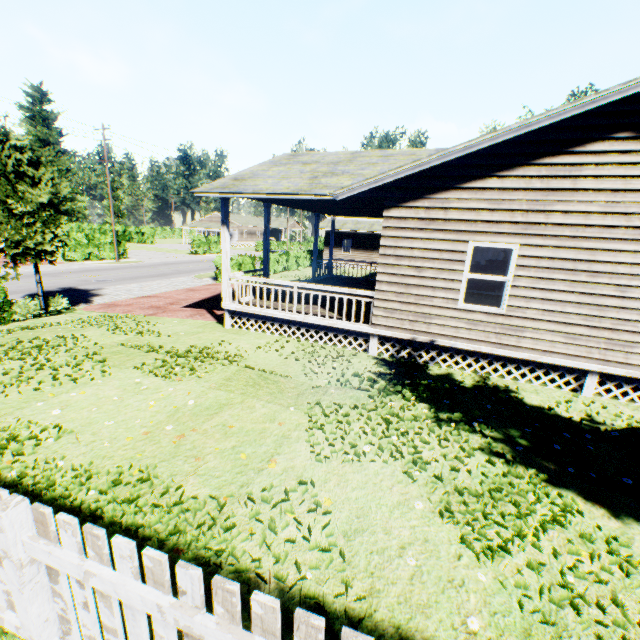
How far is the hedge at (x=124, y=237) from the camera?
33.0 meters

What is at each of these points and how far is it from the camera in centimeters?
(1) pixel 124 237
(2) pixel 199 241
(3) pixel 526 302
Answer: (1) hedge, 3416cm
(2) hedge, 4328cm
(3) house, 737cm

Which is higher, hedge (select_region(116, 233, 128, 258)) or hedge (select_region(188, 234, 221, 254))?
hedge (select_region(116, 233, 128, 258))

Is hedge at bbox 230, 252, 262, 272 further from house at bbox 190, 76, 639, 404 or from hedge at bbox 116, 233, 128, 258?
hedge at bbox 116, 233, 128, 258

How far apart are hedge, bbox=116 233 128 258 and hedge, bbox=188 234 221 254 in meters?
11.9 m

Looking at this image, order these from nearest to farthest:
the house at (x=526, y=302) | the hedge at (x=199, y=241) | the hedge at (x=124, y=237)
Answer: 1. the house at (x=526, y=302)
2. the hedge at (x=124, y=237)
3. the hedge at (x=199, y=241)

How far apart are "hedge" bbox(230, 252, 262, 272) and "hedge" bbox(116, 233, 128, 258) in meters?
15.6 m

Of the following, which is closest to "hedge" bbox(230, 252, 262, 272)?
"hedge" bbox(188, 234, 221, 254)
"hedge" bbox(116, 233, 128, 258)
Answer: "hedge" bbox(116, 233, 128, 258)
